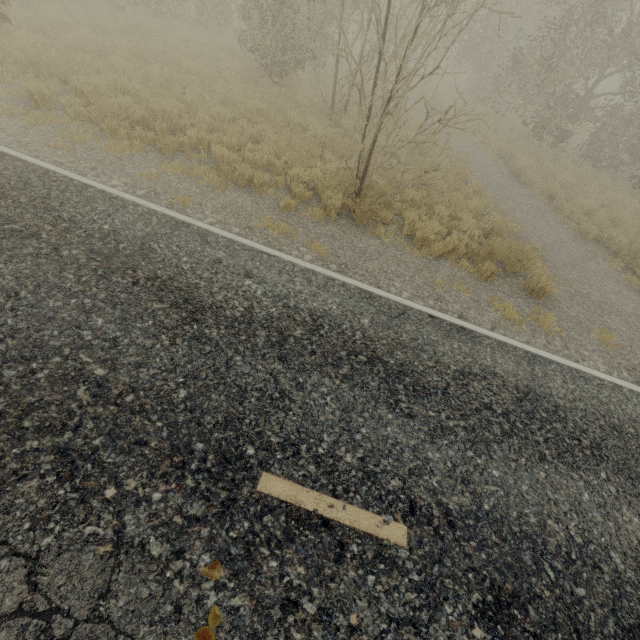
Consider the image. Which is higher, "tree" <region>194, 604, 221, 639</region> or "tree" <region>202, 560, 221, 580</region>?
"tree" <region>202, 560, 221, 580</region>

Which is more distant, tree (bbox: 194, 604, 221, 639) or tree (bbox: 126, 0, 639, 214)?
tree (bbox: 126, 0, 639, 214)

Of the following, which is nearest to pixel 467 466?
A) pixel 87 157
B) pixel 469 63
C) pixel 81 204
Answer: pixel 81 204

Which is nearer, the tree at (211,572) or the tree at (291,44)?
the tree at (211,572)

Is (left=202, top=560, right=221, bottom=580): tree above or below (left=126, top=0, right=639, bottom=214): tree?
below

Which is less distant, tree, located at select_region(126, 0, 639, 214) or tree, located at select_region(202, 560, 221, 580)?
tree, located at select_region(202, 560, 221, 580)

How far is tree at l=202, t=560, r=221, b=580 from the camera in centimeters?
251cm

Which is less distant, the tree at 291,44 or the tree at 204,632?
the tree at 204,632
